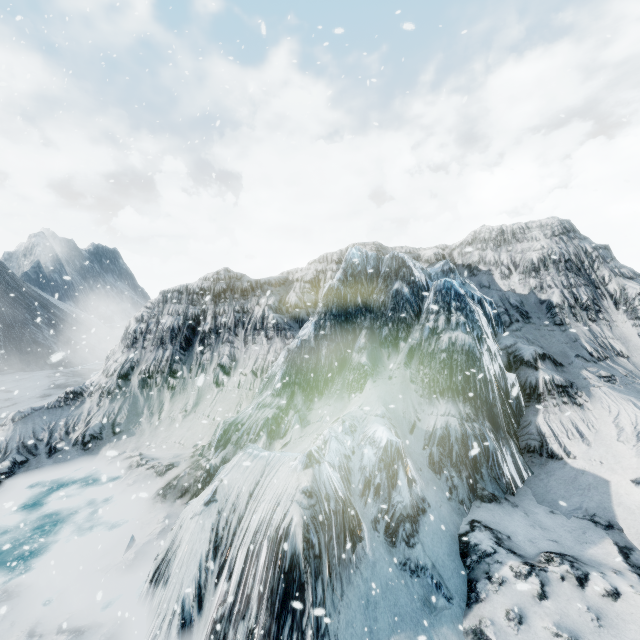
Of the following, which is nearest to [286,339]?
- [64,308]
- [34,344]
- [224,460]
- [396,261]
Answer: [396,261]
